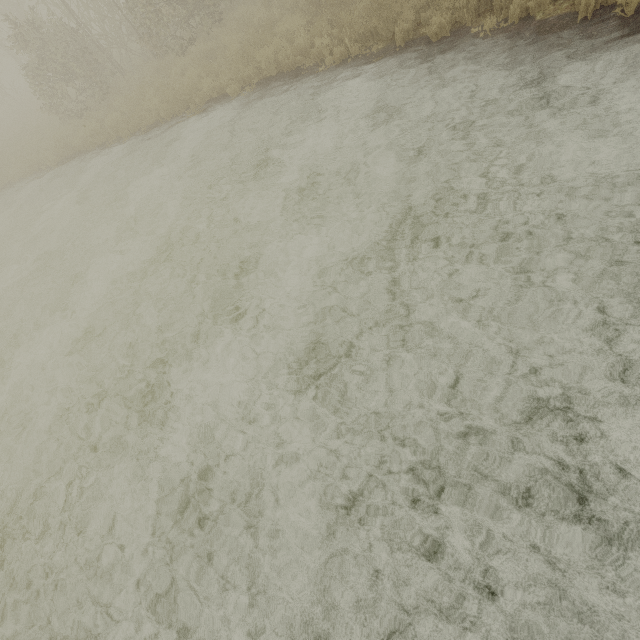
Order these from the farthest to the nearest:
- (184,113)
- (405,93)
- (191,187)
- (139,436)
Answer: (184,113) < (191,187) < (405,93) < (139,436)
